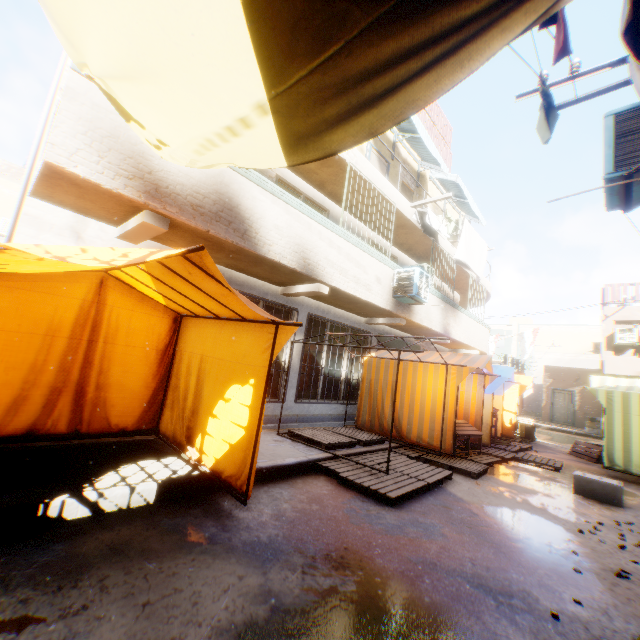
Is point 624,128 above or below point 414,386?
above

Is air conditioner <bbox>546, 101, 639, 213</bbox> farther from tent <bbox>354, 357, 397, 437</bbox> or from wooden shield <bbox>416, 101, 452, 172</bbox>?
wooden shield <bbox>416, 101, 452, 172</bbox>

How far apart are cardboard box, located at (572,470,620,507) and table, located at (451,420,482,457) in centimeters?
126cm

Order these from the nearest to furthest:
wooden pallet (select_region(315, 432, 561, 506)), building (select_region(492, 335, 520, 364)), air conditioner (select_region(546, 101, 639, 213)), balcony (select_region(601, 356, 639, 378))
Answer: air conditioner (select_region(546, 101, 639, 213)) → wooden pallet (select_region(315, 432, 561, 506)) → balcony (select_region(601, 356, 639, 378)) → building (select_region(492, 335, 520, 364))

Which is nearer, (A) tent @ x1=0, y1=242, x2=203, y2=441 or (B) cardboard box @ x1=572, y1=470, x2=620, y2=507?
(A) tent @ x1=0, y1=242, x2=203, y2=441

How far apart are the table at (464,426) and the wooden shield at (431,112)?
10.4 meters

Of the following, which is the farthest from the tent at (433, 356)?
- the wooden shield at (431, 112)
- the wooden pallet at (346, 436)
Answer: the wooden shield at (431, 112)

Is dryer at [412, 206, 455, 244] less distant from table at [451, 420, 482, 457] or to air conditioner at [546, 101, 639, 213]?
air conditioner at [546, 101, 639, 213]
